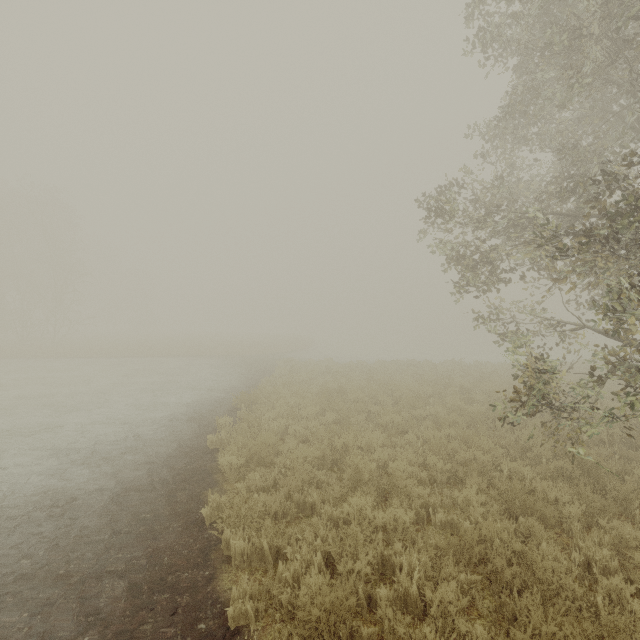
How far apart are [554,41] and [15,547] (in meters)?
12.42
